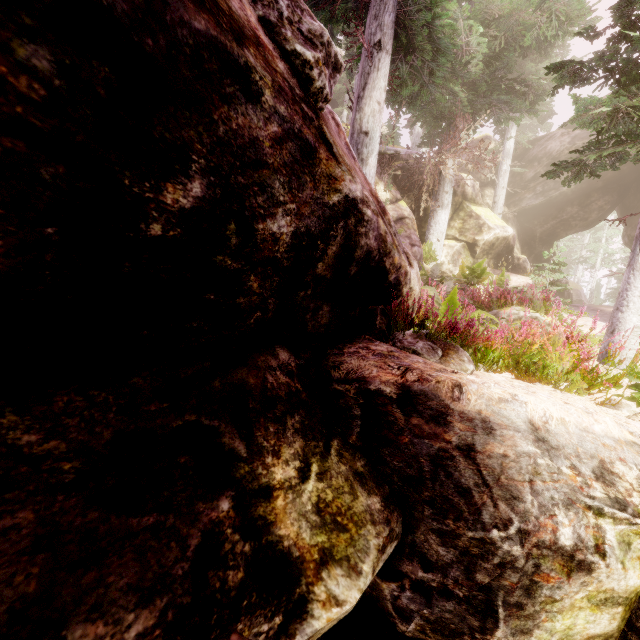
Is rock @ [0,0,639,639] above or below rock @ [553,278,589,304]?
below

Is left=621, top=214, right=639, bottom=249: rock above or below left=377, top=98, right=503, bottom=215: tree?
above

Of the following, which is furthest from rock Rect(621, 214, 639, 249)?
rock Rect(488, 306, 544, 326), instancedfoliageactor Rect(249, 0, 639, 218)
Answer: rock Rect(488, 306, 544, 326)

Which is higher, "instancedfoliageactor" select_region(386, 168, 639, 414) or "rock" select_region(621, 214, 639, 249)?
"rock" select_region(621, 214, 639, 249)

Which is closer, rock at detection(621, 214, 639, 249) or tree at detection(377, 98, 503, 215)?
tree at detection(377, 98, 503, 215)

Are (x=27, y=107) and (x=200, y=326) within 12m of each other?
yes

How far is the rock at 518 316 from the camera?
7.6 meters

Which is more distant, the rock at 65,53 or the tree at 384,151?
the tree at 384,151
